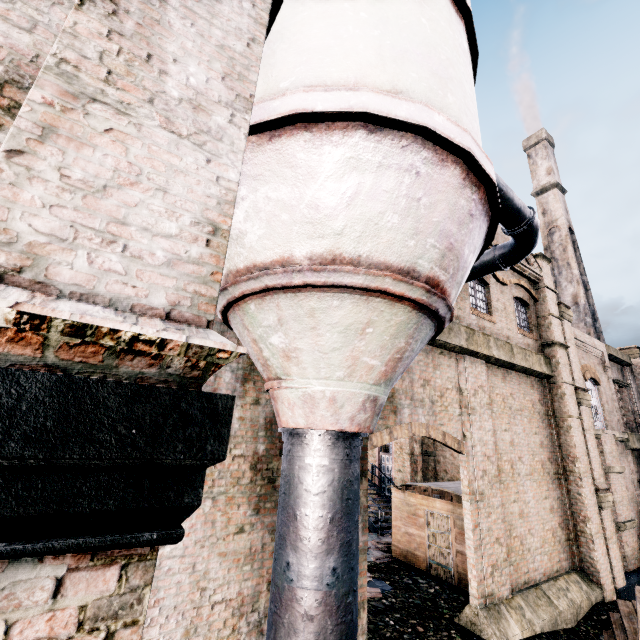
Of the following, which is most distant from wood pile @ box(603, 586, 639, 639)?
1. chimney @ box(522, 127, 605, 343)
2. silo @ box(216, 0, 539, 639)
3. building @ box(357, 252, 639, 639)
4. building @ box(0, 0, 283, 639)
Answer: building @ box(357, 252, 639, 639)

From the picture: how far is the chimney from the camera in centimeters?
3278cm

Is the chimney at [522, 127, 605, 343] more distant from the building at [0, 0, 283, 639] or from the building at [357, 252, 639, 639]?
the building at [357, 252, 639, 639]

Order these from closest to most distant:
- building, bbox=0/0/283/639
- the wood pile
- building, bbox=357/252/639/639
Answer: building, bbox=0/0/283/639
the wood pile
building, bbox=357/252/639/639

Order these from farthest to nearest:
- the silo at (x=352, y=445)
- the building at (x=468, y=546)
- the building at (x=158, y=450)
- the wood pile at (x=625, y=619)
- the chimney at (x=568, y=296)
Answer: the chimney at (x=568, y=296), the building at (x=468, y=546), the wood pile at (x=625, y=619), the silo at (x=352, y=445), the building at (x=158, y=450)

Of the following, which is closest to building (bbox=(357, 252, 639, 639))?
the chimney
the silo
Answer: the chimney

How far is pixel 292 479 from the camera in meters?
4.1

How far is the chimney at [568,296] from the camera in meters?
32.8 m
